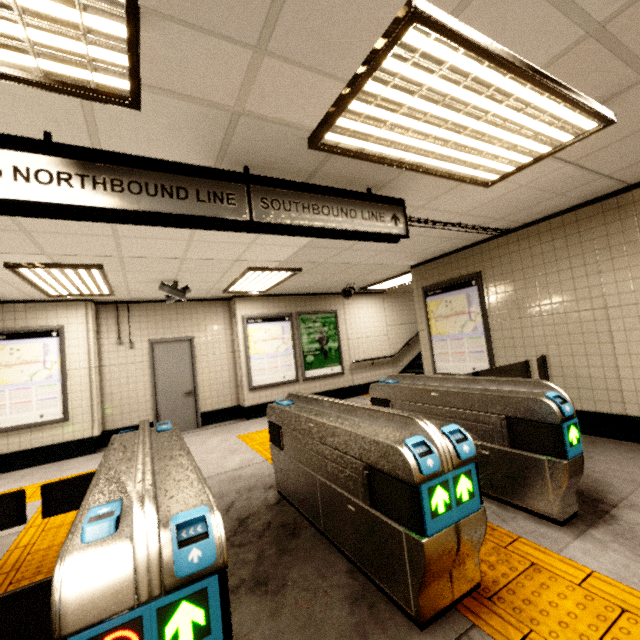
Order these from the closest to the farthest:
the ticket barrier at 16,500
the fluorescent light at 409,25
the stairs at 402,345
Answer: the fluorescent light at 409,25, the ticket barrier at 16,500, the stairs at 402,345

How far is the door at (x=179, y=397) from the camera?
7.05m

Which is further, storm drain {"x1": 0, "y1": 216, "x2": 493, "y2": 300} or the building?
storm drain {"x1": 0, "y1": 216, "x2": 493, "y2": 300}

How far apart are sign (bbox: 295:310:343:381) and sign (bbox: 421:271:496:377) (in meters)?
3.00

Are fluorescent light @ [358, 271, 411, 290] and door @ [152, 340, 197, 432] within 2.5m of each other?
no

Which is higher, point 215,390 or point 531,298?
point 531,298

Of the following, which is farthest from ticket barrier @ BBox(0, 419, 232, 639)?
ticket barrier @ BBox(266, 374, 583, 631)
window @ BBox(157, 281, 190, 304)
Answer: window @ BBox(157, 281, 190, 304)

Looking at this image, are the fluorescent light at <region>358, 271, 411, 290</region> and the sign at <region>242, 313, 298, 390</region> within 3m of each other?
yes
